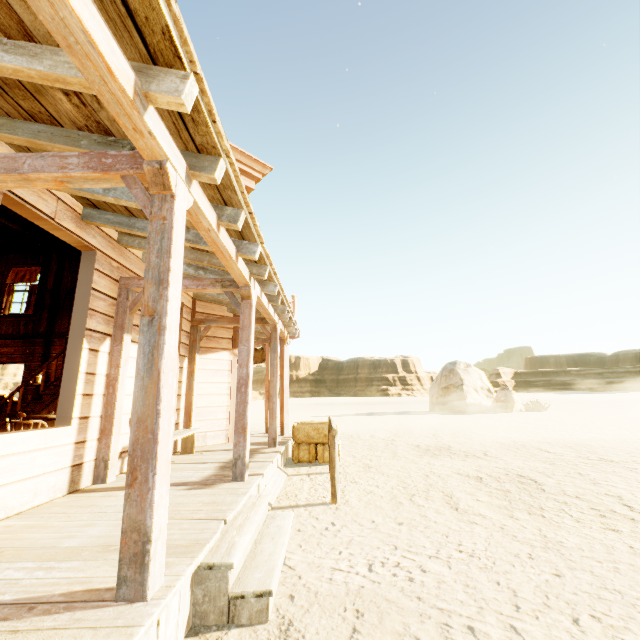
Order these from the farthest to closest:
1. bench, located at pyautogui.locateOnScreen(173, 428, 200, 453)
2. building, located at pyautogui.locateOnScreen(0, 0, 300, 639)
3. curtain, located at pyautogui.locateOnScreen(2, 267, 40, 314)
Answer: curtain, located at pyautogui.locateOnScreen(2, 267, 40, 314), bench, located at pyautogui.locateOnScreen(173, 428, 200, 453), building, located at pyautogui.locateOnScreen(0, 0, 300, 639)

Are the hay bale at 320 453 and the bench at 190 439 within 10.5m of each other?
yes

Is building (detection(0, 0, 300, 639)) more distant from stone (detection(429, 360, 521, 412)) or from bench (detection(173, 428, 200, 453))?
stone (detection(429, 360, 521, 412))

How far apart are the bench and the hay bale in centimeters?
201cm

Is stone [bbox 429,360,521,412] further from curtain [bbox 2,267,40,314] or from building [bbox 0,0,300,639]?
curtain [bbox 2,267,40,314]

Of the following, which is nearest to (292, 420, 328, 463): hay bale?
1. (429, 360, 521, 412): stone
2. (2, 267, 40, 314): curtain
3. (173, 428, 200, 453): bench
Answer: (173, 428, 200, 453): bench

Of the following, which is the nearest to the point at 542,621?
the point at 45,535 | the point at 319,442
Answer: the point at 45,535

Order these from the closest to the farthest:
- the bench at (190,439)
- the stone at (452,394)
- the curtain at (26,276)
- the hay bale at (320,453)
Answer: the bench at (190,439), the hay bale at (320,453), the curtain at (26,276), the stone at (452,394)
